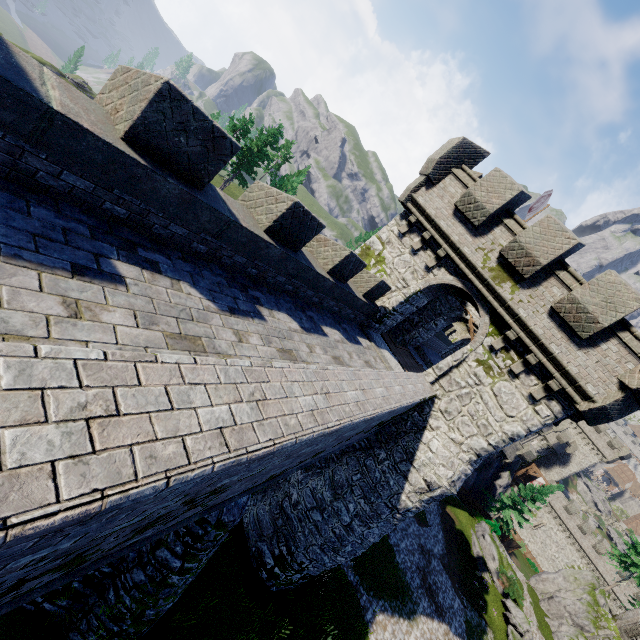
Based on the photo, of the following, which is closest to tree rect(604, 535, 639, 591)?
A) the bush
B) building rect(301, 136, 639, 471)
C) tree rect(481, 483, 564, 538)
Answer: tree rect(481, 483, 564, 538)

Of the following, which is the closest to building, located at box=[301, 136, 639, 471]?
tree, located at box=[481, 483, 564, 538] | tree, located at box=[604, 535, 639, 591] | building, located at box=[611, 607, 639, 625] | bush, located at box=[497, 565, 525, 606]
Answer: bush, located at box=[497, 565, 525, 606]

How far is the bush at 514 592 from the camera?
29.2 meters

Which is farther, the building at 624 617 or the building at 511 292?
the building at 624 617

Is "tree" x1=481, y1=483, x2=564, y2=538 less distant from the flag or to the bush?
the bush

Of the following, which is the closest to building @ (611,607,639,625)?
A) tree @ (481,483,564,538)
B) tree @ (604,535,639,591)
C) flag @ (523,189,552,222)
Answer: tree @ (604,535,639,591)

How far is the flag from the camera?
17.75m

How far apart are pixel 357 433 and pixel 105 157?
6.71m
